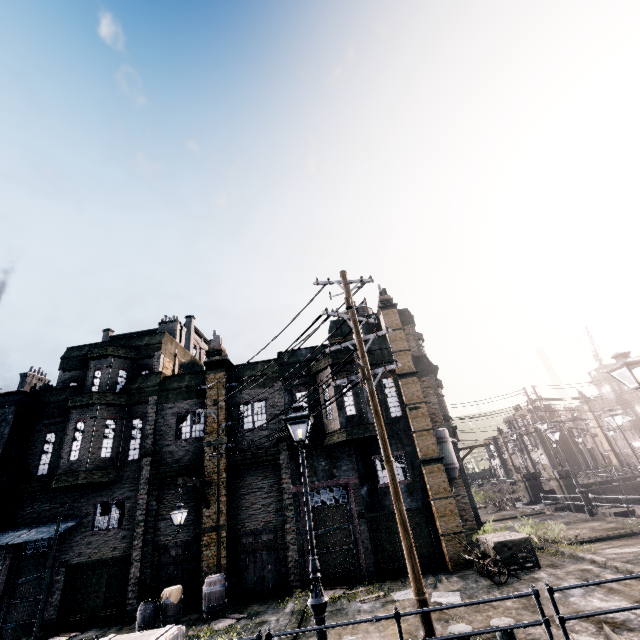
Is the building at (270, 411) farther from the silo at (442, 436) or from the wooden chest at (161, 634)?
the wooden chest at (161, 634)

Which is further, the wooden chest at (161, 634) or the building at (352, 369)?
the building at (352, 369)

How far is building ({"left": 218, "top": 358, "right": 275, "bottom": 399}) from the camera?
18.9 meters

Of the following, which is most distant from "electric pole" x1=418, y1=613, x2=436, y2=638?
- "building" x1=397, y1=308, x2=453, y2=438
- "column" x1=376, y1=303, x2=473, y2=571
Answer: "column" x1=376, y1=303, x2=473, y2=571

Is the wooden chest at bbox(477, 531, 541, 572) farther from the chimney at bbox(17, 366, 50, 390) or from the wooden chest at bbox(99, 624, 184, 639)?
the chimney at bbox(17, 366, 50, 390)

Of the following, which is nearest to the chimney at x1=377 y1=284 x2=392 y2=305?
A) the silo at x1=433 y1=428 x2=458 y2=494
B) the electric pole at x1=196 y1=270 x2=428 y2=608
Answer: the silo at x1=433 y1=428 x2=458 y2=494

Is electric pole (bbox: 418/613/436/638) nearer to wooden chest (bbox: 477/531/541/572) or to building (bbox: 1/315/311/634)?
building (bbox: 1/315/311/634)

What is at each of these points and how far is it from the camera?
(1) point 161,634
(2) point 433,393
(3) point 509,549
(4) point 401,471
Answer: (1) wooden chest, 8.4m
(2) building, 23.0m
(3) wooden chest, 13.1m
(4) building, 16.6m
